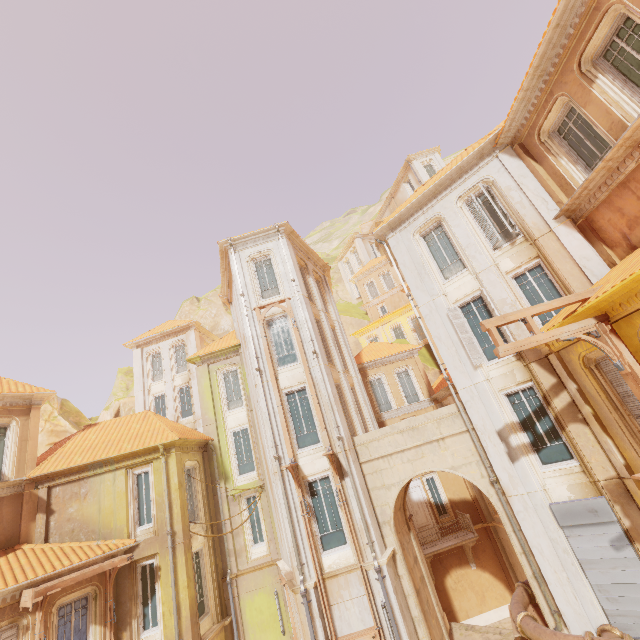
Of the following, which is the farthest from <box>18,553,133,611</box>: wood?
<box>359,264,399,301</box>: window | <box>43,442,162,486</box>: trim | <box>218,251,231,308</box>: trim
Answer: <box>359,264,399,301</box>: window

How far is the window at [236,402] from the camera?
20.0 meters

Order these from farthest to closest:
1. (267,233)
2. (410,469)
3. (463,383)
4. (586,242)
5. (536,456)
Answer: (267,233), (410,469), (463,383), (536,456), (586,242)

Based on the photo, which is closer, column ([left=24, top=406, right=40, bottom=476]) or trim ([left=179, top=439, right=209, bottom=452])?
column ([left=24, top=406, right=40, bottom=476])

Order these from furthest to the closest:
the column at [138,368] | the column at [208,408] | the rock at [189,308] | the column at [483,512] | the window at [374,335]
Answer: the rock at [189,308]
the window at [374,335]
the column at [138,368]
the column at [483,512]
the column at [208,408]

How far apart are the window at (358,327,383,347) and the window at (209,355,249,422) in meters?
18.2

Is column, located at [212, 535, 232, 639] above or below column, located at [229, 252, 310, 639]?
above

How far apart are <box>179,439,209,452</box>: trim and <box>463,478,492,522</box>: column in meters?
15.5 m
